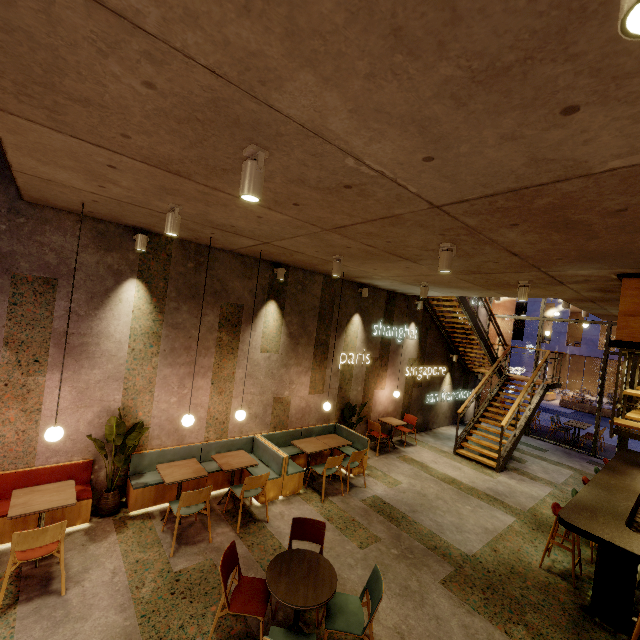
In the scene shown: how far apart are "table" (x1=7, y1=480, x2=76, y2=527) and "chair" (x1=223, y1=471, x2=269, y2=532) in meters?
2.1 m

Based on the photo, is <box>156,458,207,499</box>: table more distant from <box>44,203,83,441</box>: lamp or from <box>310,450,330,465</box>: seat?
<box>44,203,83,441</box>: lamp

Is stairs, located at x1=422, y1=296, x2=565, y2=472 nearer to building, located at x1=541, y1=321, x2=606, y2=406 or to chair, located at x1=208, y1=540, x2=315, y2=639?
chair, located at x1=208, y1=540, x2=315, y2=639

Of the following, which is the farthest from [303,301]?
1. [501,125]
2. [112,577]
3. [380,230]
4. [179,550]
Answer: [501,125]

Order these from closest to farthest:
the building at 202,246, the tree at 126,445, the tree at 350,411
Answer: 1. the building at 202,246
2. the tree at 126,445
3. the tree at 350,411

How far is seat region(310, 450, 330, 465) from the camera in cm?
751

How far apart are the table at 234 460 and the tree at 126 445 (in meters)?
1.27

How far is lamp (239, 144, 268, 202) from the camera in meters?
2.2 m
